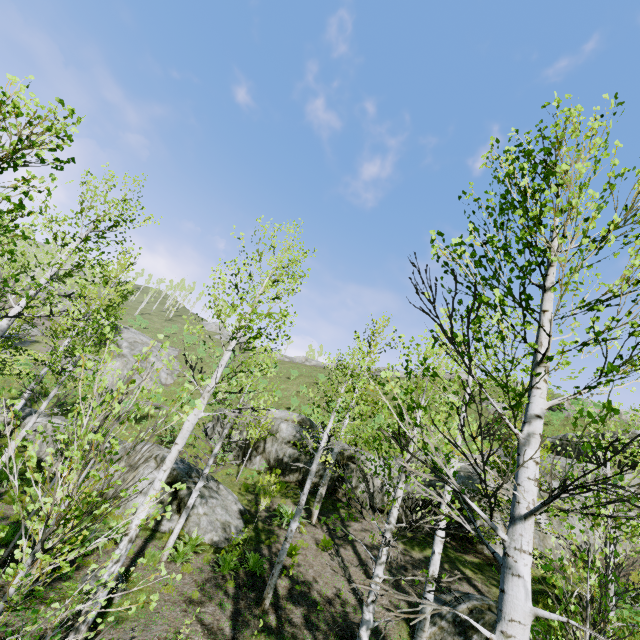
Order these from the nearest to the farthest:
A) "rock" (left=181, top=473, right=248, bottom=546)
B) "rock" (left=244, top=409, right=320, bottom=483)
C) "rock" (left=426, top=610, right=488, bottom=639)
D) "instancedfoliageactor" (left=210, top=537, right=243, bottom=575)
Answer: "rock" (left=426, top=610, right=488, bottom=639) → "instancedfoliageactor" (left=210, top=537, right=243, bottom=575) → "rock" (left=181, top=473, right=248, bottom=546) → "rock" (left=244, top=409, right=320, bottom=483)

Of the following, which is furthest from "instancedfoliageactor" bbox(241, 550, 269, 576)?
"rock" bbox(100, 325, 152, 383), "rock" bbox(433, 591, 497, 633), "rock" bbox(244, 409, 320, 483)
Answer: "rock" bbox(244, 409, 320, 483)

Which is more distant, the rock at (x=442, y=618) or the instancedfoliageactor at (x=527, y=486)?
the rock at (x=442, y=618)

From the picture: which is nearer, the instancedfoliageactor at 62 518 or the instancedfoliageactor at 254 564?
the instancedfoliageactor at 62 518

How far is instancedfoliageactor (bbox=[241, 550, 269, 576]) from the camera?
10.02m

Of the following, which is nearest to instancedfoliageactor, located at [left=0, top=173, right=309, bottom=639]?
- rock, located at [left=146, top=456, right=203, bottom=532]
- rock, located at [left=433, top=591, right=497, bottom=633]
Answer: rock, located at [left=146, top=456, right=203, bottom=532]

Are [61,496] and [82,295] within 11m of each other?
yes

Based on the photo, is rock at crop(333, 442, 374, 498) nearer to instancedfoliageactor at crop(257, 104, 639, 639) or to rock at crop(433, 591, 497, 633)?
rock at crop(433, 591, 497, 633)
